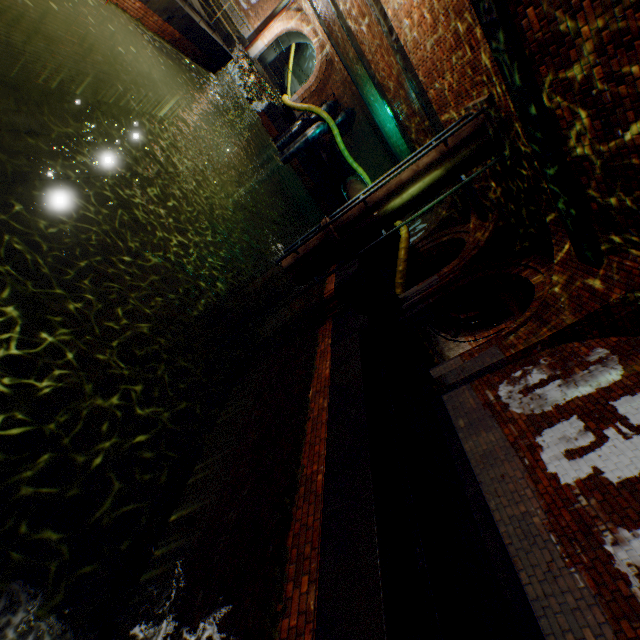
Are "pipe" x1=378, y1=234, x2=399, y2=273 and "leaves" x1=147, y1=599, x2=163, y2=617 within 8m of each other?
no

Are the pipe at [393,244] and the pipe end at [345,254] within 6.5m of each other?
yes

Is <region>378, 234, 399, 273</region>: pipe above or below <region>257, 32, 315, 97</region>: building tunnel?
below

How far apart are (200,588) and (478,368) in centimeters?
616cm

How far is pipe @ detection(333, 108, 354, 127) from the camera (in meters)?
20.84

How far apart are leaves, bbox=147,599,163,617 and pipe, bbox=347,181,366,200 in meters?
13.7

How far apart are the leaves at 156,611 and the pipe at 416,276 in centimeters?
1376cm

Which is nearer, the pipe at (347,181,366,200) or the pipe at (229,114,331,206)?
the pipe at (347,181,366,200)
